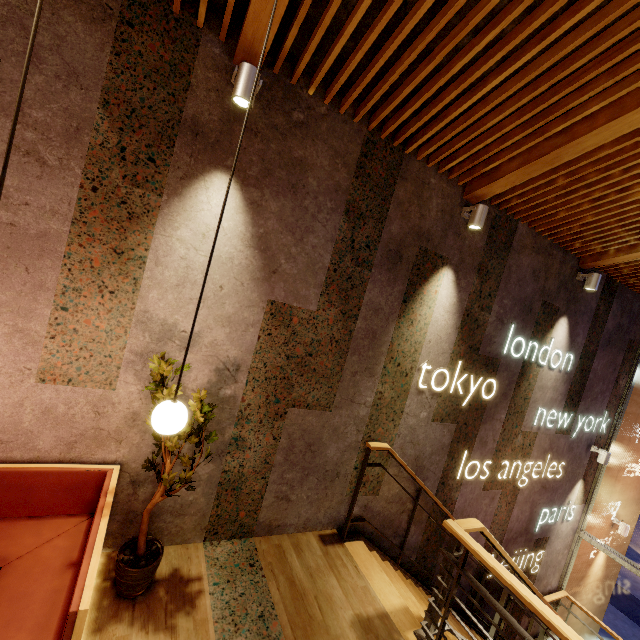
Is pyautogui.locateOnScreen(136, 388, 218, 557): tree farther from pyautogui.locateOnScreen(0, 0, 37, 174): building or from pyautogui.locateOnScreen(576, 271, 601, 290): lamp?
pyautogui.locateOnScreen(576, 271, 601, 290): lamp

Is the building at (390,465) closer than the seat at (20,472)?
No

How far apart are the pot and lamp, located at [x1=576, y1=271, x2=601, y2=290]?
6.2m

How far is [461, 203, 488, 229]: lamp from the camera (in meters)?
3.50

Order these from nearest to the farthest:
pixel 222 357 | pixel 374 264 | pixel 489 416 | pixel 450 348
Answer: pixel 222 357, pixel 374 264, pixel 450 348, pixel 489 416

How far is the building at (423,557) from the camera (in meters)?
4.33

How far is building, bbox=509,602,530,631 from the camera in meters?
5.9

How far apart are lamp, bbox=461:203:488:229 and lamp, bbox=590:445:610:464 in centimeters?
543cm
